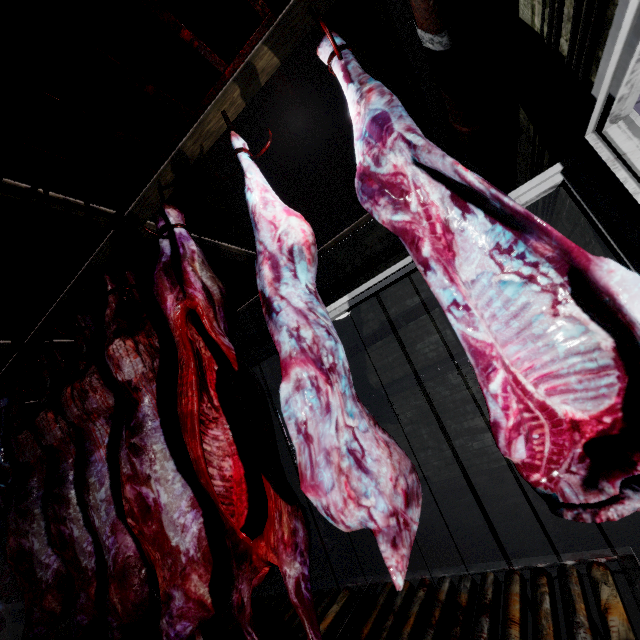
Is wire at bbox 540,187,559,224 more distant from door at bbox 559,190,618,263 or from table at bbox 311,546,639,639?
table at bbox 311,546,639,639

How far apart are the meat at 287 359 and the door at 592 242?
0.9m

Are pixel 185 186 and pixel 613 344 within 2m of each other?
no

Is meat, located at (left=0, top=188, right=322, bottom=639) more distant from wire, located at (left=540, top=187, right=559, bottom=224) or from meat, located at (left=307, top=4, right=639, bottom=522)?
wire, located at (left=540, top=187, right=559, bottom=224)

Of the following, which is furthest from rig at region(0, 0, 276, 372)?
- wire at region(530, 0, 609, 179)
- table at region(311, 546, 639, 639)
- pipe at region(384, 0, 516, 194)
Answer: table at region(311, 546, 639, 639)

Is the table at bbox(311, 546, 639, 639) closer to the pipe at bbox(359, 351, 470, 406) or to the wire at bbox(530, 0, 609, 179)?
the wire at bbox(530, 0, 609, 179)

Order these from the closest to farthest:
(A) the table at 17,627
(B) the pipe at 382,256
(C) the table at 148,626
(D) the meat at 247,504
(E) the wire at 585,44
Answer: (E) the wire at 585,44
(D) the meat at 247,504
(C) the table at 148,626
(A) the table at 17,627
(B) the pipe at 382,256

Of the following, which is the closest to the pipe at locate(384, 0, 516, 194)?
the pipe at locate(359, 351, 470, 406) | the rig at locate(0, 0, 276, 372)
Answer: the rig at locate(0, 0, 276, 372)
